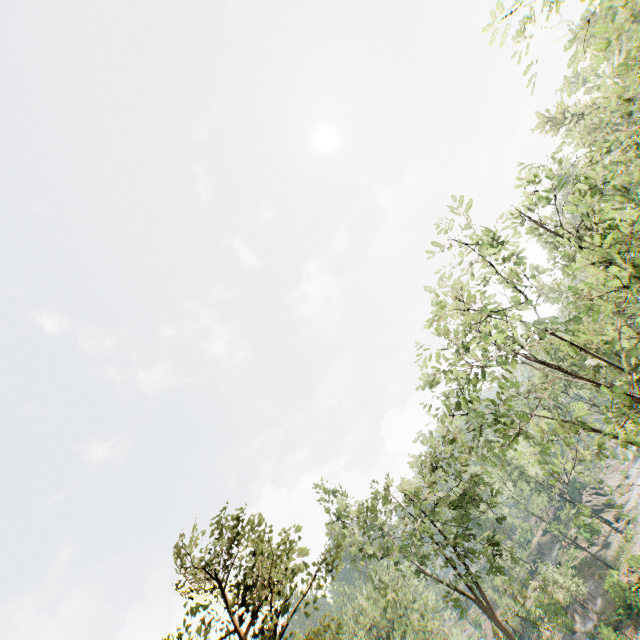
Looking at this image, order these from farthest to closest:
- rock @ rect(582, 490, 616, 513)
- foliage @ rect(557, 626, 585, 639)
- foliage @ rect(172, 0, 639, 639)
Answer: rock @ rect(582, 490, 616, 513), foliage @ rect(557, 626, 585, 639), foliage @ rect(172, 0, 639, 639)

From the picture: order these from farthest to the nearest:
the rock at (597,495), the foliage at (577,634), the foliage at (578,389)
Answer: the rock at (597,495), the foliage at (577,634), the foliage at (578,389)

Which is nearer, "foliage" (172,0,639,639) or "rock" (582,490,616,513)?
"foliage" (172,0,639,639)

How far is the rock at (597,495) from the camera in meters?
54.1

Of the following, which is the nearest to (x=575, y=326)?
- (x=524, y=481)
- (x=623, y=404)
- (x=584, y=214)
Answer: (x=623, y=404)

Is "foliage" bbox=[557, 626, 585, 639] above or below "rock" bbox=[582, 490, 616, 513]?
below

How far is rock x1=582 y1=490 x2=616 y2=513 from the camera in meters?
54.1 m
